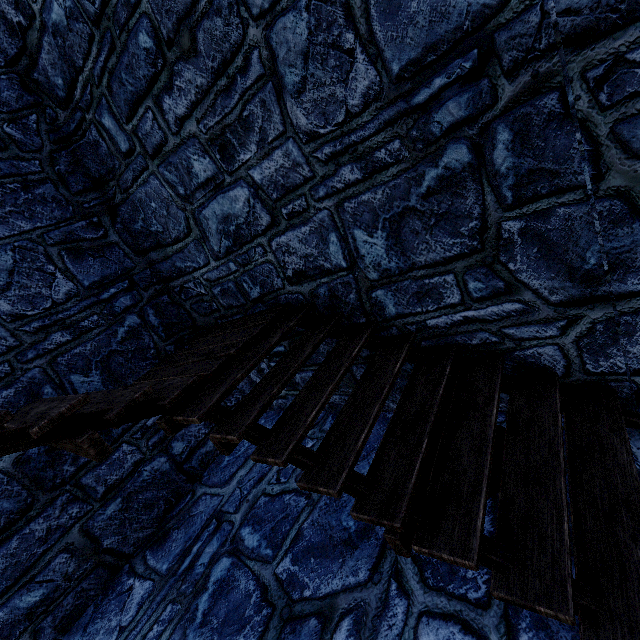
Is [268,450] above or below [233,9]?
below
